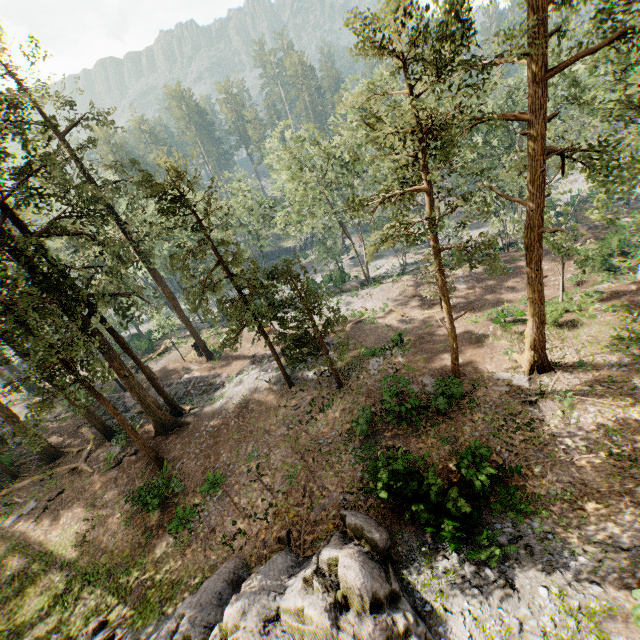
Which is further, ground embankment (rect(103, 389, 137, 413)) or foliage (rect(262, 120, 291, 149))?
ground embankment (rect(103, 389, 137, 413))

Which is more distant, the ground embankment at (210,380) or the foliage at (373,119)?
the ground embankment at (210,380)

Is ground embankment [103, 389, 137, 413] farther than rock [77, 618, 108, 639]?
Yes

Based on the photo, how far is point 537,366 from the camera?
18.44m

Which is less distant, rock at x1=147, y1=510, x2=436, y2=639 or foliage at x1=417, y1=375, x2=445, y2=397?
rock at x1=147, y1=510, x2=436, y2=639

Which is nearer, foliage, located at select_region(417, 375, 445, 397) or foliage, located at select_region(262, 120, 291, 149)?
foliage, located at select_region(417, 375, 445, 397)

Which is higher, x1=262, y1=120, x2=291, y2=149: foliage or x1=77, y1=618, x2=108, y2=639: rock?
x1=262, y1=120, x2=291, y2=149: foliage

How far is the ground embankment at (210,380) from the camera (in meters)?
28.20
